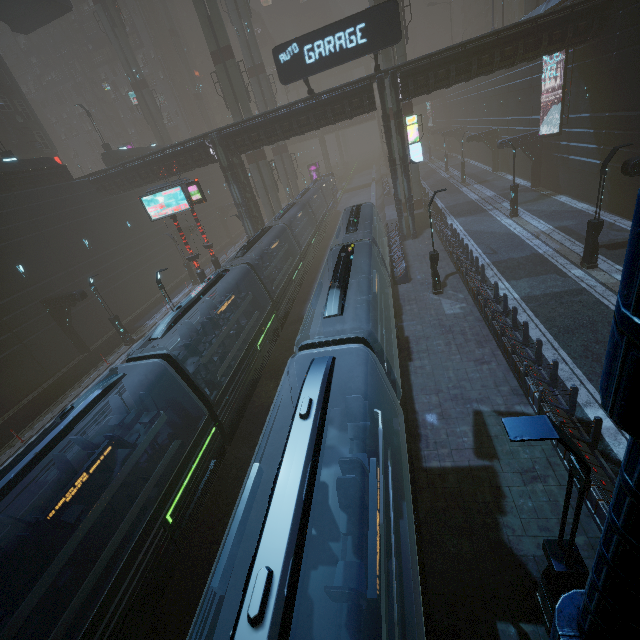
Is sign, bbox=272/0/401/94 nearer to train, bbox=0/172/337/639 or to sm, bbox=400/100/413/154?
sm, bbox=400/100/413/154

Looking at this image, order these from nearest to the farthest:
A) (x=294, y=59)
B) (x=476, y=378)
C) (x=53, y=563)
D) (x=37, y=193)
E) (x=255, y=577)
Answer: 1. (x=255, y=577)
2. (x=53, y=563)
3. (x=476, y=378)
4. (x=294, y=59)
5. (x=37, y=193)

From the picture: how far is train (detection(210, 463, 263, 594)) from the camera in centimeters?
455cm

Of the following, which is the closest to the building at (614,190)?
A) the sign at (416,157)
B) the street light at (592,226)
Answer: the sign at (416,157)

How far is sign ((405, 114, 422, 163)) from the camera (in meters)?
23.23

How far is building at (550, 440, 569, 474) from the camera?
8.6m

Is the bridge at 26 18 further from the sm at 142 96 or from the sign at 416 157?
the sign at 416 157

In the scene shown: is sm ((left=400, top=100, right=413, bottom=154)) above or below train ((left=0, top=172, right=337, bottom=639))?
above
